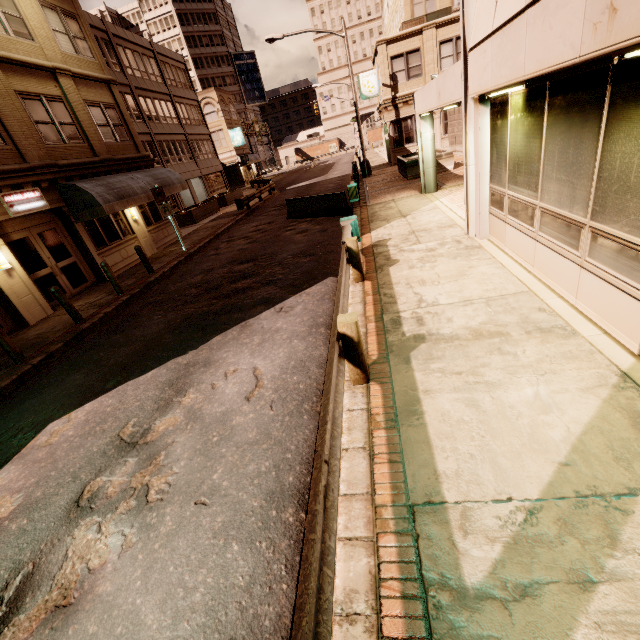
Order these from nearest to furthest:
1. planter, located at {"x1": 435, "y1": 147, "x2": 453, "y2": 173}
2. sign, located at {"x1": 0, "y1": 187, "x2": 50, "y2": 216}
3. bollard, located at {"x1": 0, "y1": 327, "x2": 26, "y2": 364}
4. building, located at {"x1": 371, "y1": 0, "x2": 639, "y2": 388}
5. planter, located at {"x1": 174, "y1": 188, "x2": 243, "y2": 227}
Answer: building, located at {"x1": 371, "y1": 0, "x2": 639, "y2": 388}
bollard, located at {"x1": 0, "y1": 327, "x2": 26, "y2": 364}
sign, located at {"x1": 0, "y1": 187, "x2": 50, "y2": 216}
planter, located at {"x1": 435, "y1": 147, "x2": 453, "y2": 173}
planter, located at {"x1": 174, "y1": 188, "x2": 243, "y2": 227}

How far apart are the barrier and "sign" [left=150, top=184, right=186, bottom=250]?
5.3 meters

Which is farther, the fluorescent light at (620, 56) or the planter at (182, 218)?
the planter at (182, 218)

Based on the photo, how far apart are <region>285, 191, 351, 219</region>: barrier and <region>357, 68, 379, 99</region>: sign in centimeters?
1639cm

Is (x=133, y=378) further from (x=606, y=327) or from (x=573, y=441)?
(x=606, y=327)

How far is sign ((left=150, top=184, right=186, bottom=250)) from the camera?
14.5m

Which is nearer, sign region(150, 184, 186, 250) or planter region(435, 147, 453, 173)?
sign region(150, 184, 186, 250)

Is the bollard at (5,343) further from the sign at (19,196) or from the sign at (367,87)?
the sign at (367,87)
